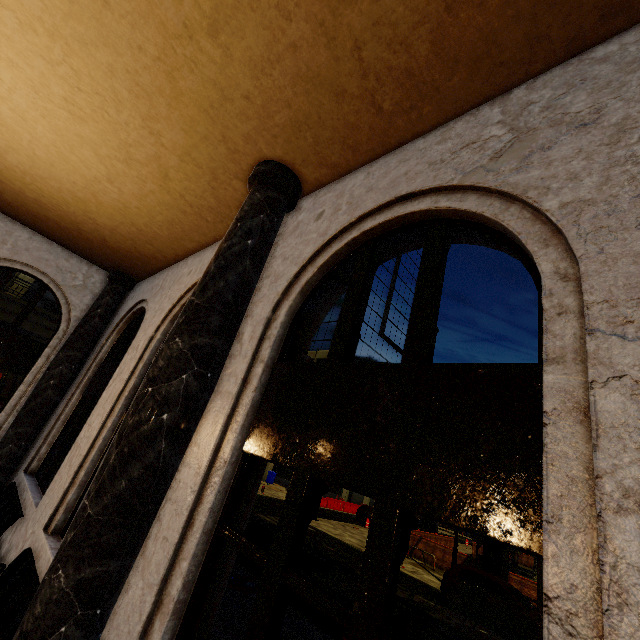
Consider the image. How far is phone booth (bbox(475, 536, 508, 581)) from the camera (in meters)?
16.50

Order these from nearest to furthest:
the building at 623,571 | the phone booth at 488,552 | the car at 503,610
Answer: the building at 623,571 → the car at 503,610 → the phone booth at 488,552

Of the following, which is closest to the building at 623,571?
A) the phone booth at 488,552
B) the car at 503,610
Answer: the car at 503,610

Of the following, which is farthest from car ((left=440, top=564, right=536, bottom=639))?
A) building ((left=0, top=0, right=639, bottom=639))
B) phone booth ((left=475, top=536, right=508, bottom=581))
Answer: building ((left=0, top=0, right=639, bottom=639))

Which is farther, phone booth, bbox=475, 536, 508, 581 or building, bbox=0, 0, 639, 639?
phone booth, bbox=475, 536, 508, 581

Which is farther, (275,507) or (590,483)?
(275,507)

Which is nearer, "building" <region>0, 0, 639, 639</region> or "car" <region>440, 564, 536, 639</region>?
"building" <region>0, 0, 639, 639</region>

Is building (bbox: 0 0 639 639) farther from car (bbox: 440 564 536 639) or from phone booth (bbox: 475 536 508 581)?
phone booth (bbox: 475 536 508 581)
